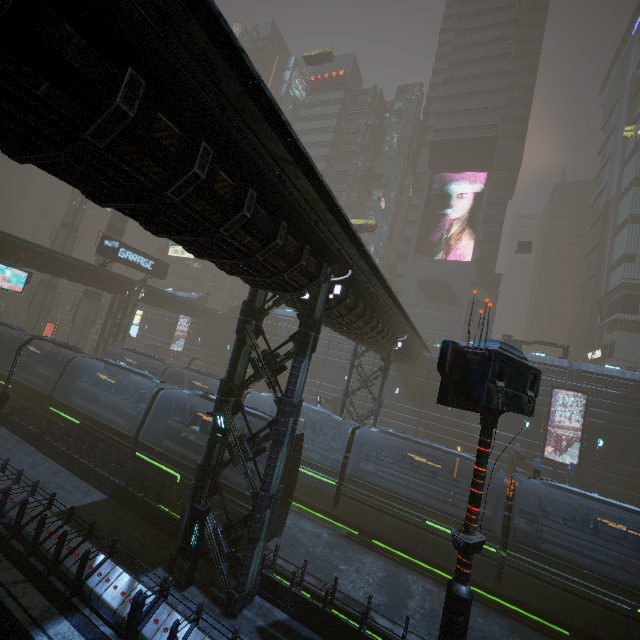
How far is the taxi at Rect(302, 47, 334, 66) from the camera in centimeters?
4284cm

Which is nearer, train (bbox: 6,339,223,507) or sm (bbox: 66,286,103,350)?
train (bbox: 6,339,223,507)

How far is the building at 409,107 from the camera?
54.4 meters

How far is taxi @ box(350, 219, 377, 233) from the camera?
36.9 meters

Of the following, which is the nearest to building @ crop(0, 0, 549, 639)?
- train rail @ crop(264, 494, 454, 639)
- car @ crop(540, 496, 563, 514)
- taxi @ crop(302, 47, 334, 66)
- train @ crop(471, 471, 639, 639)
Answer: train rail @ crop(264, 494, 454, 639)

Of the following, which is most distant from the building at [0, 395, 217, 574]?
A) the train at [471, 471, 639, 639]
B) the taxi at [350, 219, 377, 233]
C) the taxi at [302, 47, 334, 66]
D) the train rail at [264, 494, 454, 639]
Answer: the taxi at [350, 219, 377, 233]

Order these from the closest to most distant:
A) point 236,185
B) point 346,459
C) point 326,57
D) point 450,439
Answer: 1. point 236,185
2. point 346,459
3. point 450,439
4. point 326,57

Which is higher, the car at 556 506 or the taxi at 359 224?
the taxi at 359 224
